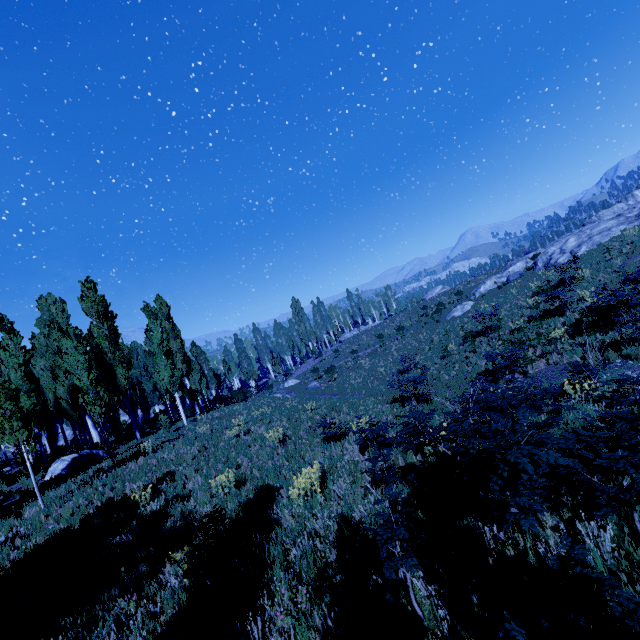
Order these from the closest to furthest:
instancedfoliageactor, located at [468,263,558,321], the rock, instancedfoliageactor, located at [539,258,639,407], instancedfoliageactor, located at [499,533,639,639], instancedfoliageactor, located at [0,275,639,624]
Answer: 1. instancedfoliageactor, located at [499,533,639,639]
2. instancedfoliageactor, located at [0,275,639,624]
3. instancedfoliageactor, located at [539,258,639,407]
4. the rock
5. instancedfoliageactor, located at [468,263,558,321]

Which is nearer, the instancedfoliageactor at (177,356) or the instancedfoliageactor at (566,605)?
the instancedfoliageactor at (566,605)

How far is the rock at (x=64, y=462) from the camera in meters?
15.1 m

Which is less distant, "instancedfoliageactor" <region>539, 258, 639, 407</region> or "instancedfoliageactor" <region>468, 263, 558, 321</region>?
"instancedfoliageactor" <region>539, 258, 639, 407</region>

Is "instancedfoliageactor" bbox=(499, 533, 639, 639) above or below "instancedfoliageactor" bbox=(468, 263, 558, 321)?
below

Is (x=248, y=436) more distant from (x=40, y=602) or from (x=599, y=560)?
(x=599, y=560)
